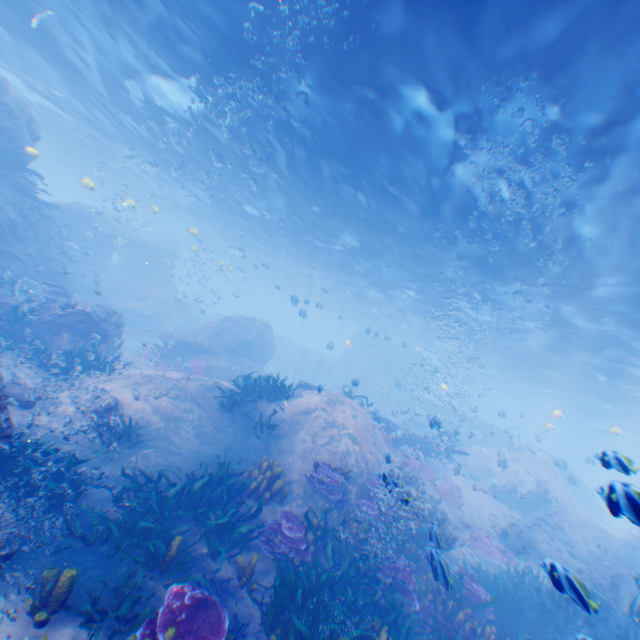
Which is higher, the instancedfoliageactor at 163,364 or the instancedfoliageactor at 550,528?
the instancedfoliageactor at 550,528

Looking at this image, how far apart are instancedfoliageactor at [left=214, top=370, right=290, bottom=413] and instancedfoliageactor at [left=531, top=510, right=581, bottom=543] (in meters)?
17.64

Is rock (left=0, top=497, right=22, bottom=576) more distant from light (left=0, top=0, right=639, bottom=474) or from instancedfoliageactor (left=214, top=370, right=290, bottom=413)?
instancedfoliageactor (left=214, top=370, right=290, bottom=413)

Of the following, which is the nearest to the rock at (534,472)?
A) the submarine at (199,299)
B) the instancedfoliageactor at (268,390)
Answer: the submarine at (199,299)

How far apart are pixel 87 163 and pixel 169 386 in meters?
33.7

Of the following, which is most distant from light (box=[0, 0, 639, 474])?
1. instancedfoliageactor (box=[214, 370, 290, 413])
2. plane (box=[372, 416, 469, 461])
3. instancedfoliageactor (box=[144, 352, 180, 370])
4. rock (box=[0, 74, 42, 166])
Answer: instancedfoliageactor (box=[214, 370, 290, 413])

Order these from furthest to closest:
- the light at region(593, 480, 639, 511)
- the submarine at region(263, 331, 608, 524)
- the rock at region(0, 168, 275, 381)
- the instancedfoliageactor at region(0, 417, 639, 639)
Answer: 1. the submarine at region(263, 331, 608, 524)
2. the rock at region(0, 168, 275, 381)
3. the instancedfoliageactor at region(0, 417, 639, 639)
4. the light at region(593, 480, 639, 511)

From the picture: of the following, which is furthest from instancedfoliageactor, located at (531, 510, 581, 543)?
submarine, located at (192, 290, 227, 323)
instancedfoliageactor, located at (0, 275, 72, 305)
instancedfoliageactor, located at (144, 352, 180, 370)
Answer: instancedfoliageactor, located at (144, 352, 180, 370)
